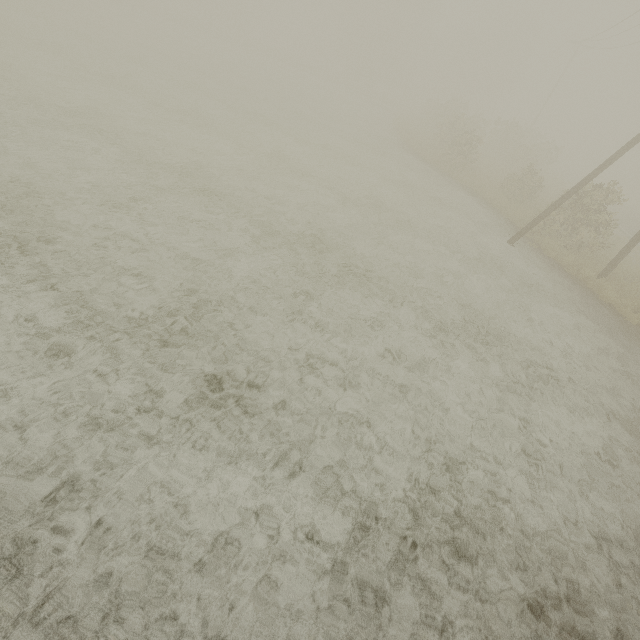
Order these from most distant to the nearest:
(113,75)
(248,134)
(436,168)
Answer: (436,168) → (113,75) → (248,134)
